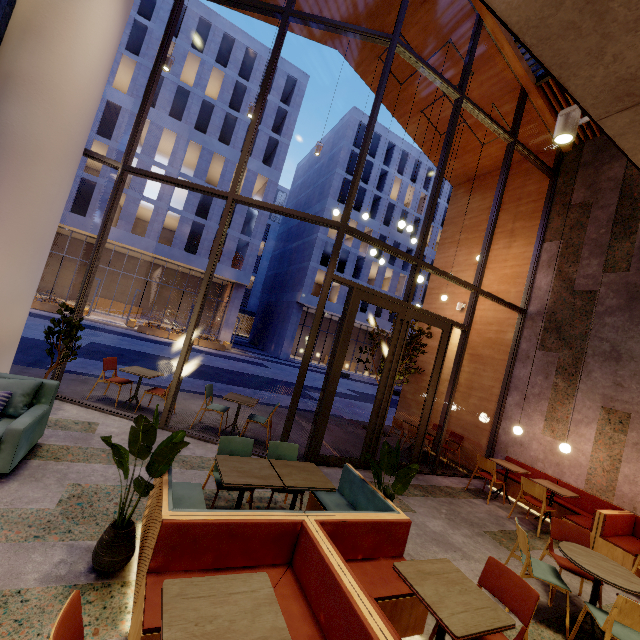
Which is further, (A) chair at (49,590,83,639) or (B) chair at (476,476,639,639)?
(B) chair at (476,476,639,639)

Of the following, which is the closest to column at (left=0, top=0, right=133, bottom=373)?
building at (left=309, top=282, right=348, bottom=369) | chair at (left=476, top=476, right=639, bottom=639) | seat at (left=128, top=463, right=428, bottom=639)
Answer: seat at (left=128, top=463, right=428, bottom=639)

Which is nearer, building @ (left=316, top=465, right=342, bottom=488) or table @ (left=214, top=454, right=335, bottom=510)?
table @ (left=214, top=454, right=335, bottom=510)

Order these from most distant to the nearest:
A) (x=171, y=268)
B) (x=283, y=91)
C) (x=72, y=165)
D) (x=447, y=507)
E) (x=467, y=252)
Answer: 1. (x=171, y=268)
2. (x=283, y=91)
3. (x=467, y=252)
4. (x=447, y=507)
5. (x=72, y=165)

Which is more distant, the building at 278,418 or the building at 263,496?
the building at 278,418

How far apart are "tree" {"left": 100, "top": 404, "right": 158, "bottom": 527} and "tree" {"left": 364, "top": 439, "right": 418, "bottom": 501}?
2.2 meters

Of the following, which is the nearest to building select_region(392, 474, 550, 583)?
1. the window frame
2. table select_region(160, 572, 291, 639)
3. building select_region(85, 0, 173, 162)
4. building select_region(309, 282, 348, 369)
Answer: the window frame

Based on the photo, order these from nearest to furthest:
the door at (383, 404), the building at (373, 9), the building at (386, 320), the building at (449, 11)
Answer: the door at (383, 404)
the building at (449, 11)
the building at (373, 9)
the building at (386, 320)
